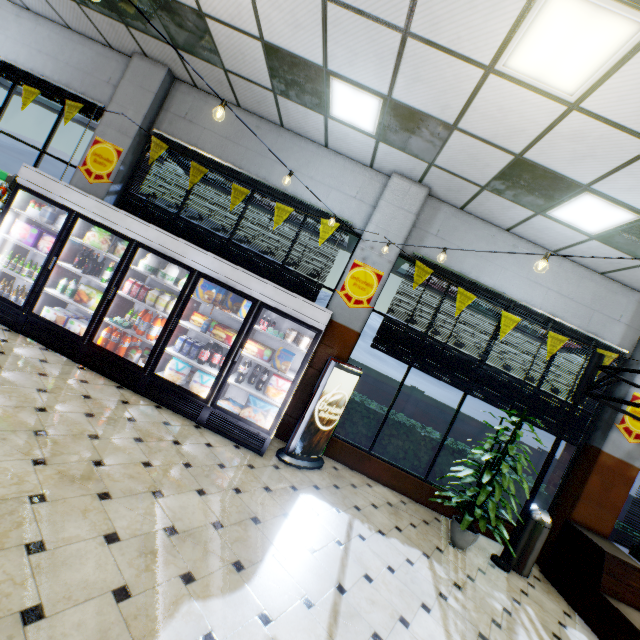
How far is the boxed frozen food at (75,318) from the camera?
4.82m

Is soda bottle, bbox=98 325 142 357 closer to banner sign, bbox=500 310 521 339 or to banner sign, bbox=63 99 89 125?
banner sign, bbox=63 99 89 125

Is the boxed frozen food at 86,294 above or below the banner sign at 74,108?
below

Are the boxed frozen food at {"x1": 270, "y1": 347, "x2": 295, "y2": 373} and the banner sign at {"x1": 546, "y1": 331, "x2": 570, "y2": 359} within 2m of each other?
no

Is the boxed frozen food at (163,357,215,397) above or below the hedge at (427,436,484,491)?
below

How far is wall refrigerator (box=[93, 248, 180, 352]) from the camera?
4.7m

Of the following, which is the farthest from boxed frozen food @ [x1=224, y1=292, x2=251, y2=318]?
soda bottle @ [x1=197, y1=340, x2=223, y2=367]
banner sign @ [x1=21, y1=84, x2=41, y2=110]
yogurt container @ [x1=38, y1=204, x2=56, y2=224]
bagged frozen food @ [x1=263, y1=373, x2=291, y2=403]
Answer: banner sign @ [x1=21, y1=84, x2=41, y2=110]

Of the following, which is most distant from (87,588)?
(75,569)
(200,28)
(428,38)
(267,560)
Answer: (200,28)
